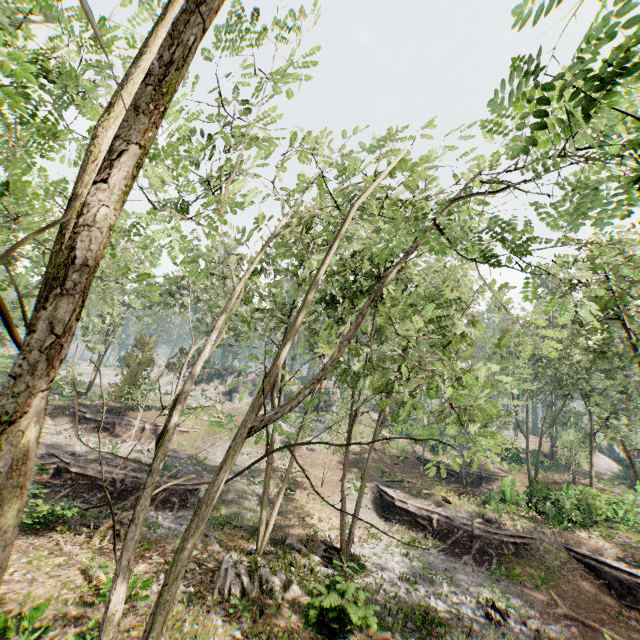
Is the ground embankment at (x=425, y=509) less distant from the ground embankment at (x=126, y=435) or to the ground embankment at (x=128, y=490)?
the ground embankment at (x=128, y=490)

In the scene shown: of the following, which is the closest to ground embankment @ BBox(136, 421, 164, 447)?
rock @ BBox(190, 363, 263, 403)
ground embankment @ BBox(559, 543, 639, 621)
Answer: rock @ BBox(190, 363, 263, 403)

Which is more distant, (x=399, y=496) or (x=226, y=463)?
(x=399, y=496)

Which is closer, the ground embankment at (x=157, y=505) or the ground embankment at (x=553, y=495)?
the ground embankment at (x=157, y=505)

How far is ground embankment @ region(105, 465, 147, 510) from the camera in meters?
19.8

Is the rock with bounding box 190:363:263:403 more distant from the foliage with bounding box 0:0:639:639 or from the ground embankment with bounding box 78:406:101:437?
the ground embankment with bounding box 78:406:101:437

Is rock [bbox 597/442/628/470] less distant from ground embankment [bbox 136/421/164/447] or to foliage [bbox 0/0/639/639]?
foliage [bbox 0/0/639/639]

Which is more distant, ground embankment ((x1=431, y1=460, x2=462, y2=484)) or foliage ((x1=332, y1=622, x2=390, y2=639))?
ground embankment ((x1=431, y1=460, x2=462, y2=484))
